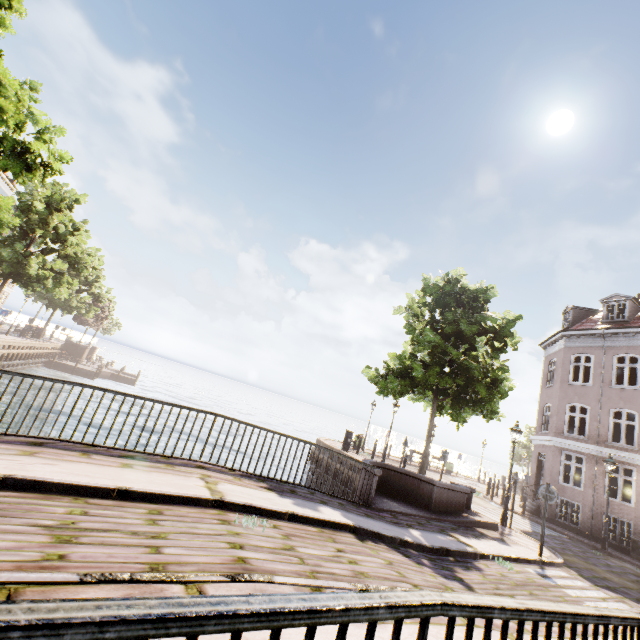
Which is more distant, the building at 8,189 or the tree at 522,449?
the tree at 522,449

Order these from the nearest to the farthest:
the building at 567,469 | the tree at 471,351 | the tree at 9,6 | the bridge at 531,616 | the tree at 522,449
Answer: the bridge at 531,616
the tree at 9,6
the tree at 471,351
the building at 567,469
the tree at 522,449

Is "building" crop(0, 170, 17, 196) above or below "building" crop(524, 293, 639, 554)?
above

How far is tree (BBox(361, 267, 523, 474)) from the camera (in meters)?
13.68

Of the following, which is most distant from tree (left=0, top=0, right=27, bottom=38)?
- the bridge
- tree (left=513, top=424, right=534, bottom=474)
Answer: tree (left=513, top=424, right=534, bottom=474)

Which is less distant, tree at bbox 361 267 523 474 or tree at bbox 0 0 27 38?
tree at bbox 0 0 27 38

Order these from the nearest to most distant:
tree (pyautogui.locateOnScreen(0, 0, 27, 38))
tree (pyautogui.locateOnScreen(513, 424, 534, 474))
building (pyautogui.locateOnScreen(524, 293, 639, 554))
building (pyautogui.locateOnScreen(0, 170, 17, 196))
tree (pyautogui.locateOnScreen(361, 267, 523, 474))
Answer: tree (pyautogui.locateOnScreen(0, 0, 27, 38))
tree (pyautogui.locateOnScreen(361, 267, 523, 474))
building (pyautogui.locateOnScreen(524, 293, 639, 554))
building (pyautogui.locateOnScreen(0, 170, 17, 196))
tree (pyautogui.locateOnScreen(513, 424, 534, 474))

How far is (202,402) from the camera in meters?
47.8
